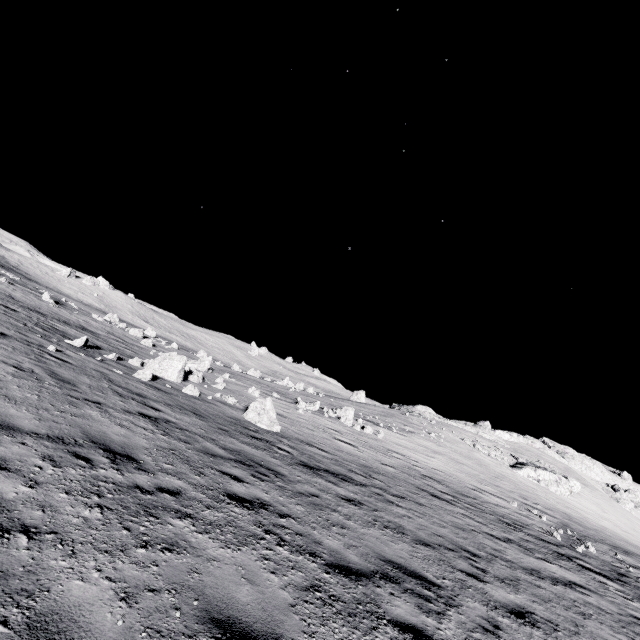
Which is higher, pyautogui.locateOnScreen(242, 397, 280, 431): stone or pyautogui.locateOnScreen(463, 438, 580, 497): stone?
pyautogui.locateOnScreen(463, 438, 580, 497): stone

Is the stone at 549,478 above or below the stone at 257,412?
above

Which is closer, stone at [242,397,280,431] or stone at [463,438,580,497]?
stone at [242,397,280,431]

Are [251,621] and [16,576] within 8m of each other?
yes

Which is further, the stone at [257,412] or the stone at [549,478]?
the stone at [549,478]

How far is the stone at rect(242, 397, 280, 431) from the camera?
14.1m

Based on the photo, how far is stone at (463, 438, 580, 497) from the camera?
43.28m
